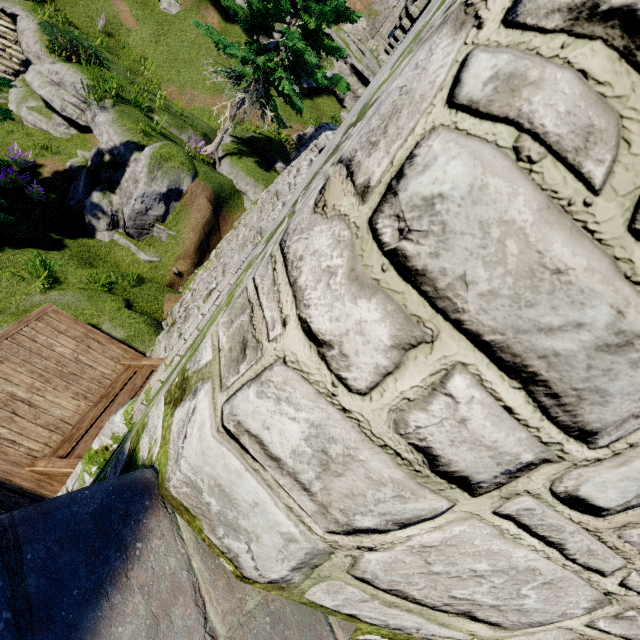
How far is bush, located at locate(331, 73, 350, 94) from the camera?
22.70m

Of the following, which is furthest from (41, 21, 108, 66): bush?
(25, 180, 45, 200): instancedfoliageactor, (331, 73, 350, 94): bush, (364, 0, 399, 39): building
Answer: (364, 0, 399, 39): building

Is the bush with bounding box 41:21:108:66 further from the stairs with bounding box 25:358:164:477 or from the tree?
the stairs with bounding box 25:358:164:477

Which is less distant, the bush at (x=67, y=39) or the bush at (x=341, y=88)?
the bush at (x=67, y=39)

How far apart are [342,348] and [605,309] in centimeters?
53cm

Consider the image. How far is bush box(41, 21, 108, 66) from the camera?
11.7 meters

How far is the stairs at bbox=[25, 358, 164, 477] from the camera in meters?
4.8

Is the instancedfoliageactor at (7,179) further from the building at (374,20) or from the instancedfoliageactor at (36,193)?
the building at (374,20)
